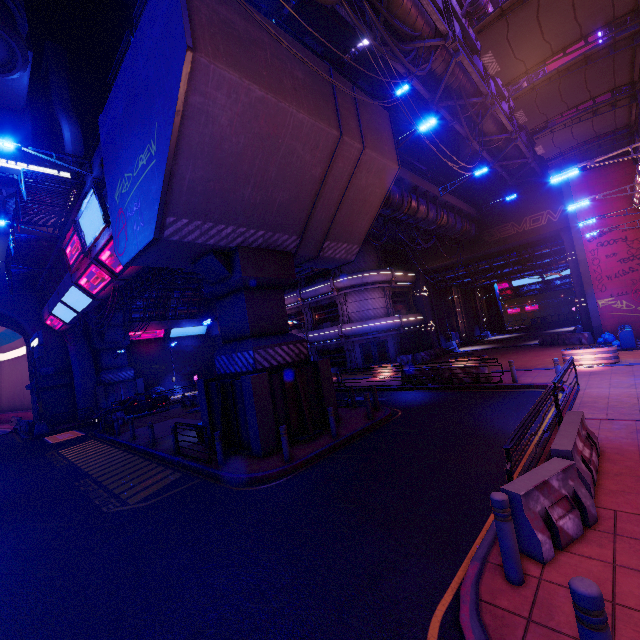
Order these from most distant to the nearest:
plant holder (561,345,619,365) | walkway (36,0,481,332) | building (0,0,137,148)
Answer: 1. building (0,0,137,148)
2. plant holder (561,345,619,365)
3. walkway (36,0,481,332)

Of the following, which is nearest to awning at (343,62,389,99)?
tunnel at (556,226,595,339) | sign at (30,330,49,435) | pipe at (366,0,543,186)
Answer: pipe at (366,0,543,186)

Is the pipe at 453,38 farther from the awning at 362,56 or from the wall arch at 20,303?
the awning at 362,56

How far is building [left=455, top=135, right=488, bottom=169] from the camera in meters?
27.9

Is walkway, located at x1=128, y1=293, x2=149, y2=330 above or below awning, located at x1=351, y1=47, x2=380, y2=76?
below

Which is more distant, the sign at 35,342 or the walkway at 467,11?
the sign at 35,342

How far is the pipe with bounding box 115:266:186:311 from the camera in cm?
2153

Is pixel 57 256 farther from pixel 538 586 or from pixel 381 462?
pixel 538 586
